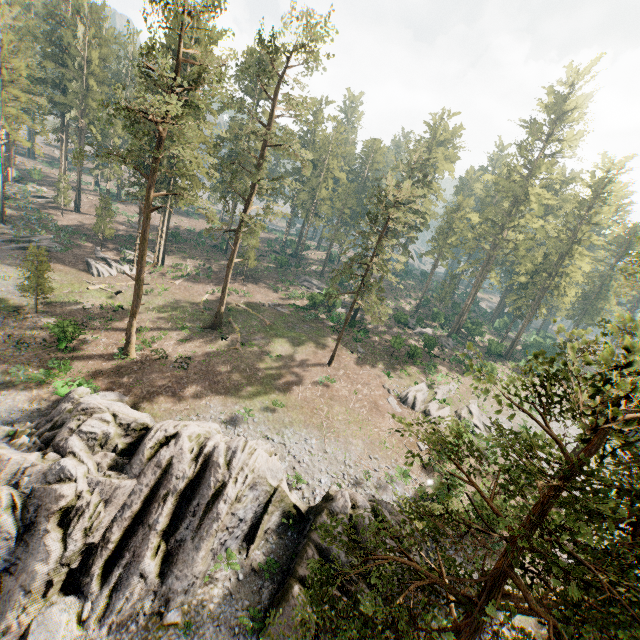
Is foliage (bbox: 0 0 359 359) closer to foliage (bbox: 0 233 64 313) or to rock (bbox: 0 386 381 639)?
foliage (bbox: 0 233 64 313)

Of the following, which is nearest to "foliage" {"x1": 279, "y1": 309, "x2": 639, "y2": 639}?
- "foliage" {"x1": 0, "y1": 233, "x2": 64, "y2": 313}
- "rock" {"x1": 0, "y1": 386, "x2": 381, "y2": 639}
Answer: "foliage" {"x1": 0, "y1": 233, "x2": 64, "y2": 313}

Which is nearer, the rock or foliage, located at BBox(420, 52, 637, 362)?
the rock

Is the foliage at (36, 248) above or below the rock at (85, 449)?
above

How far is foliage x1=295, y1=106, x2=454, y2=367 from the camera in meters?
30.2

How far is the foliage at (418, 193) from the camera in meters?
30.2 m

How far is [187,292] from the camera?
42.1 meters
